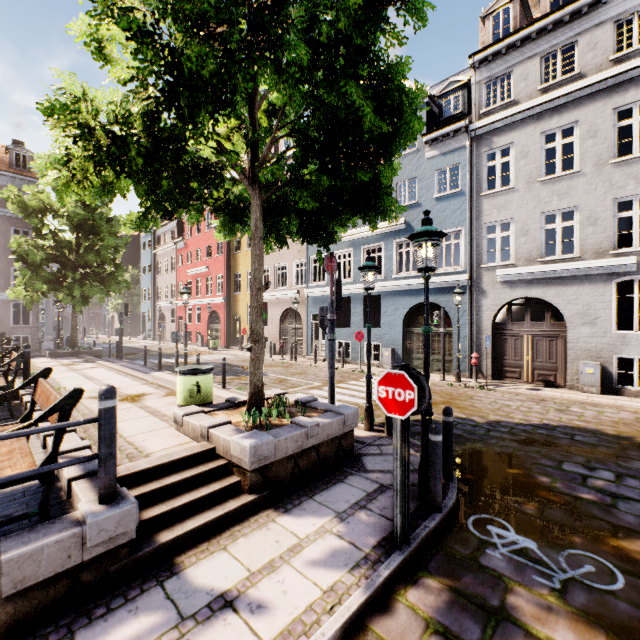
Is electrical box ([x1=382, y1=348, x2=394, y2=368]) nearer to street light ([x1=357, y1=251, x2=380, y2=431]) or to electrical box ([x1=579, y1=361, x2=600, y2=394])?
electrical box ([x1=579, y1=361, x2=600, y2=394])

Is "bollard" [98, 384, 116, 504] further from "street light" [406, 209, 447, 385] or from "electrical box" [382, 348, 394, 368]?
"electrical box" [382, 348, 394, 368]

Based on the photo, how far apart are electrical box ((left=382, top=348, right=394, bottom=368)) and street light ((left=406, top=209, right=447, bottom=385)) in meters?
11.5

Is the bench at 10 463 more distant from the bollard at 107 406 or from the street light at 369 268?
the street light at 369 268

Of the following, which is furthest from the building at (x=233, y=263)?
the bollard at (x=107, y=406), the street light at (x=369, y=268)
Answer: the bollard at (x=107, y=406)

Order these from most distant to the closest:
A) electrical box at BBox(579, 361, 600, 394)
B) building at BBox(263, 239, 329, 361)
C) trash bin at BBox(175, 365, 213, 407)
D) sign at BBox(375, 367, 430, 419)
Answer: building at BBox(263, 239, 329, 361) < electrical box at BBox(579, 361, 600, 394) < trash bin at BBox(175, 365, 213, 407) < sign at BBox(375, 367, 430, 419)

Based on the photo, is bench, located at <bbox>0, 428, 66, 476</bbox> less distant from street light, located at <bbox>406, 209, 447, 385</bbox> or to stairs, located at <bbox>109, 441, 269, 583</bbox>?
stairs, located at <bbox>109, 441, 269, 583</bbox>

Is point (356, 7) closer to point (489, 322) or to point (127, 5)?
point (127, 5)
